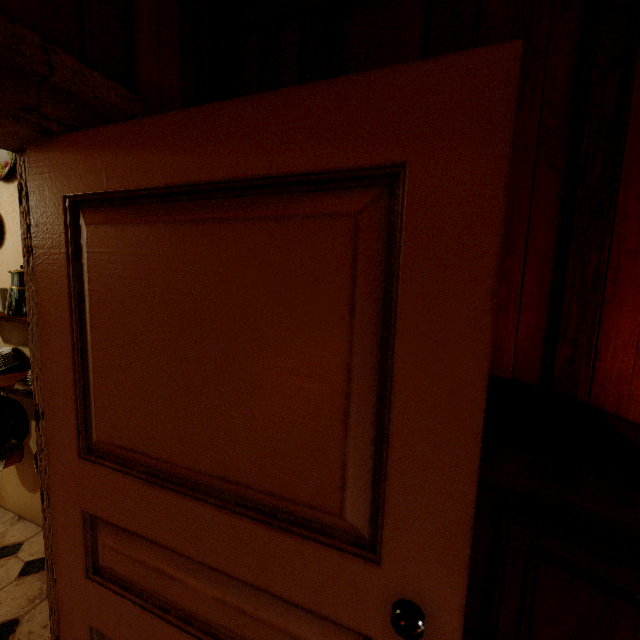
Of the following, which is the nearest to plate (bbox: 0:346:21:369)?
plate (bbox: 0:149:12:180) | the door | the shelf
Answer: the shelf

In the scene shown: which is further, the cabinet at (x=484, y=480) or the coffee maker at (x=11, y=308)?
the coffee maker at (x=11, y=308)

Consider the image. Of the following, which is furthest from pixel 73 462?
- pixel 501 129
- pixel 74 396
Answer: pixel 501 129

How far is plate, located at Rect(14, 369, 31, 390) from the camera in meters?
1.6 m

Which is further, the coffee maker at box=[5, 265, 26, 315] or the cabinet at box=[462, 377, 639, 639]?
the coffee maker at box=[5, 265, 26, 315]

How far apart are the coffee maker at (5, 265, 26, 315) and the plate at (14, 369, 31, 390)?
0.3m

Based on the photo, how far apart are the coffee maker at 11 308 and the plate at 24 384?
0.3m

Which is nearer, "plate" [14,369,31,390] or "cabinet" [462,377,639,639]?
"cabinet" [462,377,639,639]
